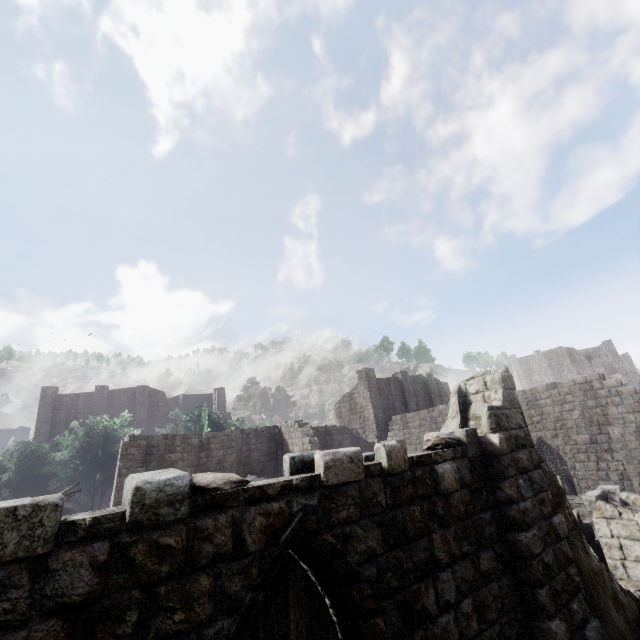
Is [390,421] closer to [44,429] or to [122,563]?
[122,563]
